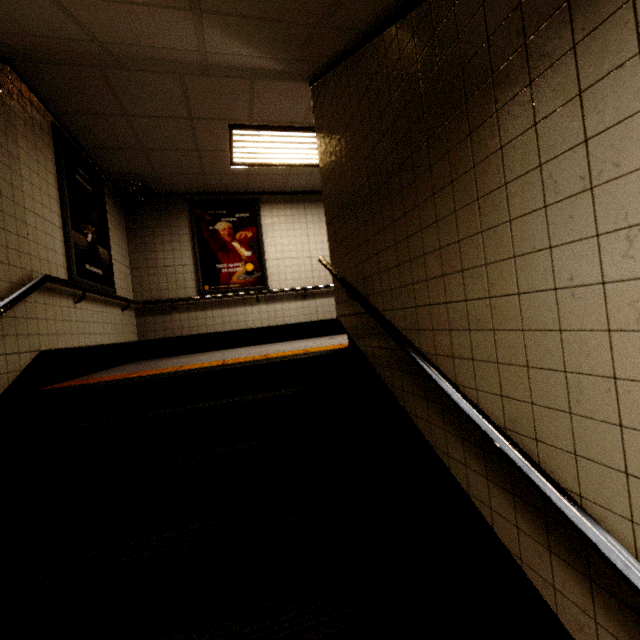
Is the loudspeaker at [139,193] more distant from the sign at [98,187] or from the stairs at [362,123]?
the stairs at [362,123]

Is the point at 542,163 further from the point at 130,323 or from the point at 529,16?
the point at 130,323

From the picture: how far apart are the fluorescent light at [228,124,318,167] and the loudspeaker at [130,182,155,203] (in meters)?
1.46

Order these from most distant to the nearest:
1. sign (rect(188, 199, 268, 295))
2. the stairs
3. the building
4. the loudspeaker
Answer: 1. sign (rect(188, 199, 268, 295))
2. the loudspeaker
3. the building
4. the stairs

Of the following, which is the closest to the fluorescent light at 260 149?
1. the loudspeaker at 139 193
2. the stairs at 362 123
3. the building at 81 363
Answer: the building at 81 363

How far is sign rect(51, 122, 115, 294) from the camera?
3.5m

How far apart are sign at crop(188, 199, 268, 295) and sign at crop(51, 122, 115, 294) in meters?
1.4 m

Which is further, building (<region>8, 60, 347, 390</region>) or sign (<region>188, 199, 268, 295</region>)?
sign (<region>188, 199, 268, 295</region>)
